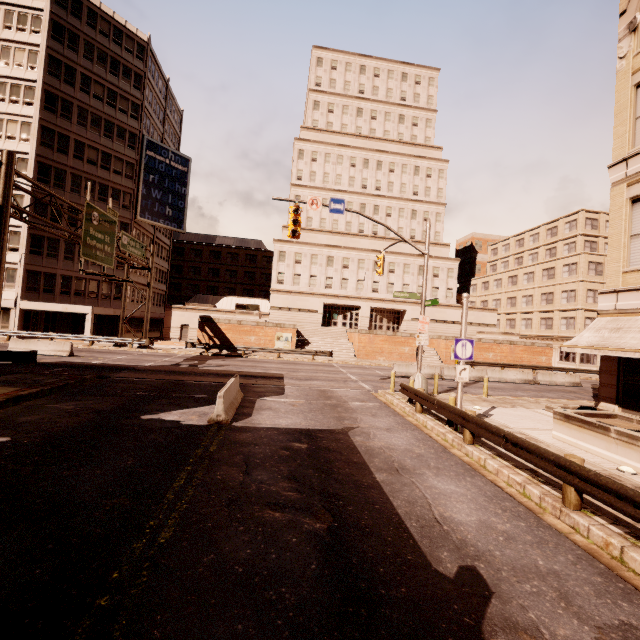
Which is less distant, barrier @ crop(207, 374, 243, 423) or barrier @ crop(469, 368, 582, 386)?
barrier @ crop(207, 374, 243, 423)

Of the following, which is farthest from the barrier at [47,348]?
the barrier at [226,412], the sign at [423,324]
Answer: the sign at [423,324]

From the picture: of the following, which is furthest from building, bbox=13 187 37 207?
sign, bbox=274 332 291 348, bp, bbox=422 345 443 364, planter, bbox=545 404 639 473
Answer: planter, bbox=545 404 639 473

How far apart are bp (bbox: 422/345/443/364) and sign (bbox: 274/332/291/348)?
14.4 meters

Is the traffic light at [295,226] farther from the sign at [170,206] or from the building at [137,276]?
the sign at [170,206]

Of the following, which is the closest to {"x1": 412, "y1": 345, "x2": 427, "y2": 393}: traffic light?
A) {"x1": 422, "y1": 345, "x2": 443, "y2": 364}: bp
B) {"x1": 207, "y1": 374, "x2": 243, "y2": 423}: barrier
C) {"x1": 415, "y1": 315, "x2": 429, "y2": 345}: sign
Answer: {"x1": 415, "y1": 315, "x2": 429, "y2": 345}: sign

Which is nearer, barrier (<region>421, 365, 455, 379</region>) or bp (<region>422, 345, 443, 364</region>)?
barrier (<region>421, 365, 455, 379</region>)

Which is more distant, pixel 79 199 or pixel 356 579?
pixel 79 199
